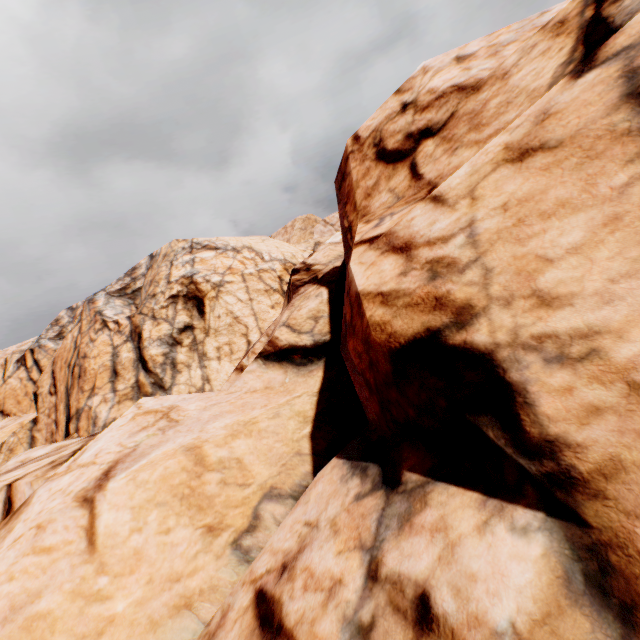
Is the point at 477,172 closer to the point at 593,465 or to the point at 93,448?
the point at 593,465
